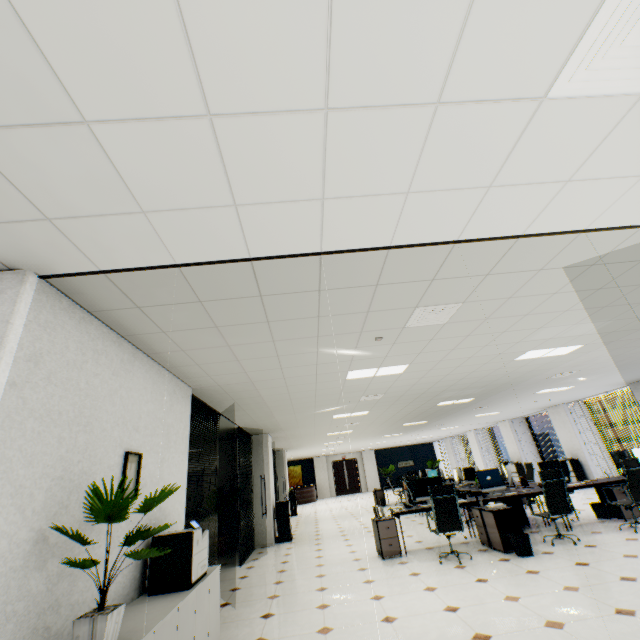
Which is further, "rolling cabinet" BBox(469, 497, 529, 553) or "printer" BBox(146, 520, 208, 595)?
"rolling cabinet" BBox(469, 497, 529, 553)

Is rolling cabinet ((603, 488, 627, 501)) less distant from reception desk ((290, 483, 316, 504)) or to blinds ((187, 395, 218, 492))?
blinds ((187, 395, 218, 492))

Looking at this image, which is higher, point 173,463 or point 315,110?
point 315,110

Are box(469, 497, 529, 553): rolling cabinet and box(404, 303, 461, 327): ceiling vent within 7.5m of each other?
yes

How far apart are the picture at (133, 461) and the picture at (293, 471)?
25.22m

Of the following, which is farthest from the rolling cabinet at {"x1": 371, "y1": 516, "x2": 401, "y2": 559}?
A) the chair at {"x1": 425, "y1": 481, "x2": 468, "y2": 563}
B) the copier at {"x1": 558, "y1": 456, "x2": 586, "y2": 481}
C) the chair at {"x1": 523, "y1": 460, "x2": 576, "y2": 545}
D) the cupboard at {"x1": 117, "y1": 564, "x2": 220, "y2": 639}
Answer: the copier at {"x1": 558, "y1": 456, "x2": 586, "y2": 481}

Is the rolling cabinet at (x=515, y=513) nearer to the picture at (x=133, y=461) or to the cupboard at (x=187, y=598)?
the cupboard at (x=187, y=598)

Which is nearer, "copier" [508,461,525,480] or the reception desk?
"copier" [508,461,525,480]
